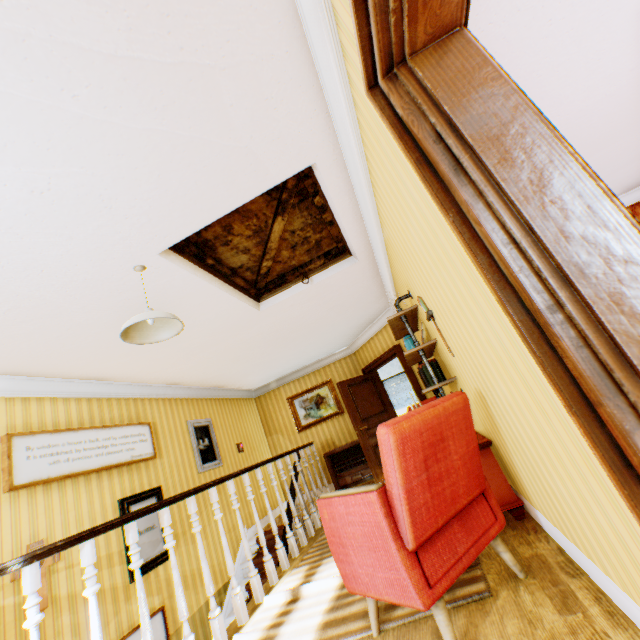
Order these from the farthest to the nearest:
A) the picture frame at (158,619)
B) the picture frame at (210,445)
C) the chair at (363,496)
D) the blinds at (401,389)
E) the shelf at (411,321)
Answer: the blinds at (401,389) → the picture frame at (210,445) → the picture frame at (158,619) → the shelf at (411,321) → the chair at (363,496)

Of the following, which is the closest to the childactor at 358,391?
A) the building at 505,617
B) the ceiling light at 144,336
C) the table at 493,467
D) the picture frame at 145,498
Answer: the building at 505,617

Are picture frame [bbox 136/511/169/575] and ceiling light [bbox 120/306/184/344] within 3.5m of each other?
yes

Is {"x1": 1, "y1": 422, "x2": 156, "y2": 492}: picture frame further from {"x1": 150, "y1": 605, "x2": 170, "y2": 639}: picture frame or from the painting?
the painting

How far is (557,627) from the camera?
1.6m

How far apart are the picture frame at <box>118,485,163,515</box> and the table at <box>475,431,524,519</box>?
3.5 meters

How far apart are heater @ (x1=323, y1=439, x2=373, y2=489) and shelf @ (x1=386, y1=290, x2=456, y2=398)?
3.6m

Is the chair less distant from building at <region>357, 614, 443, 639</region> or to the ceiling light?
building at <region>357, 614, 443, 639</region>
